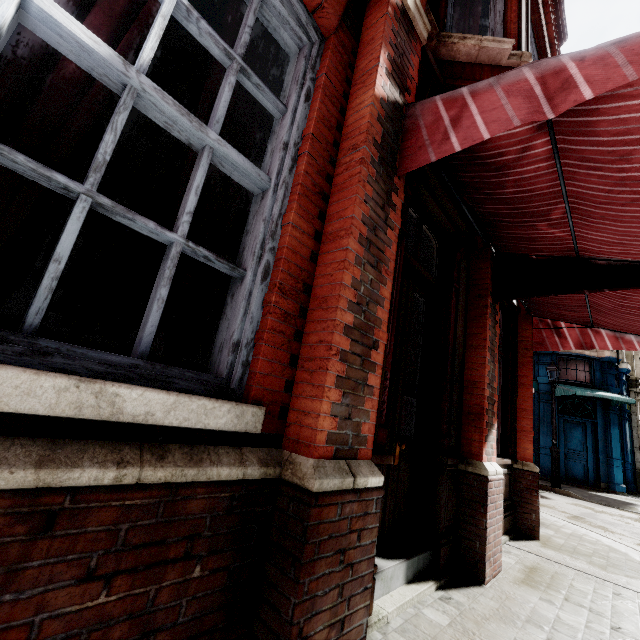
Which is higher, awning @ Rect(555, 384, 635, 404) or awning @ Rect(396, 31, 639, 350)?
awning @ Rect(555, 384, 635, 404)

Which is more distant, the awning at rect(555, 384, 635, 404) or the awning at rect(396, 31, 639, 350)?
the awning at rect(555, 384, 635, 404)

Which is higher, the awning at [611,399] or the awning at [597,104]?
the awning at [611,399]

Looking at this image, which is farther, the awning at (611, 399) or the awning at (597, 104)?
the awning at (611, 399)

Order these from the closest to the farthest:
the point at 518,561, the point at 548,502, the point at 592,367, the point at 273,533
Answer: the point at 273,533
the point at 518,561
the point at 548,502
the point at 592,367
